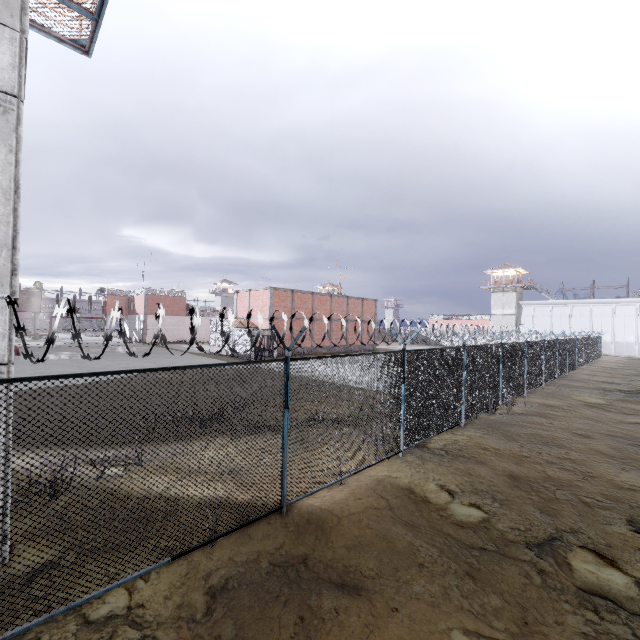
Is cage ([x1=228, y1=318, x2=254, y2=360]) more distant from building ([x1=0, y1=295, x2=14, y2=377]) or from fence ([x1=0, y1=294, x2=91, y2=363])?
building ([x1=0, y1=295, x2=14, y2=377])

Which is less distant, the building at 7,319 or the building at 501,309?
the building at 7,319

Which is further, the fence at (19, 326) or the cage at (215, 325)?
the cage at (215, 325)

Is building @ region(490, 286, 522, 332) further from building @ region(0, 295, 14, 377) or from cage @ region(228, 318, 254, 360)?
building @ region(0, 295, 14, 377)

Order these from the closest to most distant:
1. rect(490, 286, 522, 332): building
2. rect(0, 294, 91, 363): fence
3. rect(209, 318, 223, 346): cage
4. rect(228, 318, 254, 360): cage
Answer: rect(0, 294, 91, 363): fence, rect(228, 318, 254, 360): cage, rect(209, 318, 223, 346): cage, rect(490, 286, 522, 332): building

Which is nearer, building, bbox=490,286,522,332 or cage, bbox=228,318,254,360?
cage, bbox=228,318,254,360

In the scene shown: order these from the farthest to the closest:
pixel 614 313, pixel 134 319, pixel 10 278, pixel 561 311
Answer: pixel 561 311
pixel 134 319
pixel 614 313
pixel 10 278

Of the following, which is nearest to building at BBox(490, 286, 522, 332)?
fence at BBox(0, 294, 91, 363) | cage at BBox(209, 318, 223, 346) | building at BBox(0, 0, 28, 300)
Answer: fence at BBox(0, 294, 91, 363)
